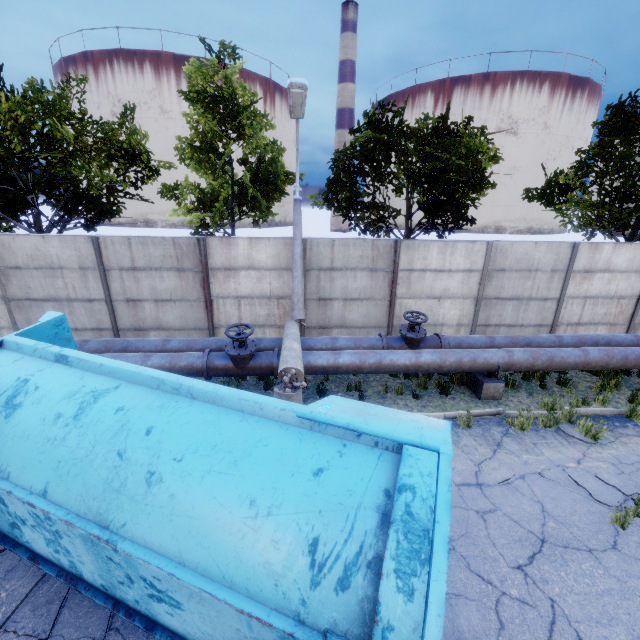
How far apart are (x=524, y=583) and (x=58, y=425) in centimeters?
588cm

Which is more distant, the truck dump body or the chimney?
the chimney

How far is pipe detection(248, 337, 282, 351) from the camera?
8.3 meters

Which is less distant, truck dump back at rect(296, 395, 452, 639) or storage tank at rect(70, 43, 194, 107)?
truck dump back at rect(296, 395, 452, 639)

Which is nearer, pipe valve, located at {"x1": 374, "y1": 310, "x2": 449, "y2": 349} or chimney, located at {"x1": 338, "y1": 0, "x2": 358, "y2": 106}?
pipe valve, located at {"x1": 374, "y1": 310, "x2": 449, "y2": 349}

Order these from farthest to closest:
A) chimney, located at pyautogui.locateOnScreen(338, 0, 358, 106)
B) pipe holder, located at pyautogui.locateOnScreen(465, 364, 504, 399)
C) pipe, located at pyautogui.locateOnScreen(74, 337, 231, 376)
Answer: chimney, located at pyautogui.locateOnScreen(338, 0, 358, 106) < pipe holder, located at pyautogui.locateOnScreen(465, 364, 504, 399) < pipe, located at pyautogui.locateOnScreen(74, 337, 231, 376)

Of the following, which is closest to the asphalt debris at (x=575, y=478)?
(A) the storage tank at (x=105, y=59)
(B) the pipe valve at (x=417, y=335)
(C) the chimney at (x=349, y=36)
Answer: (B) the pipe valve at (x=417, y=335)

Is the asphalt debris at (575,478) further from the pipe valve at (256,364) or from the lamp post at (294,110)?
the pipe valve at (256,364)
